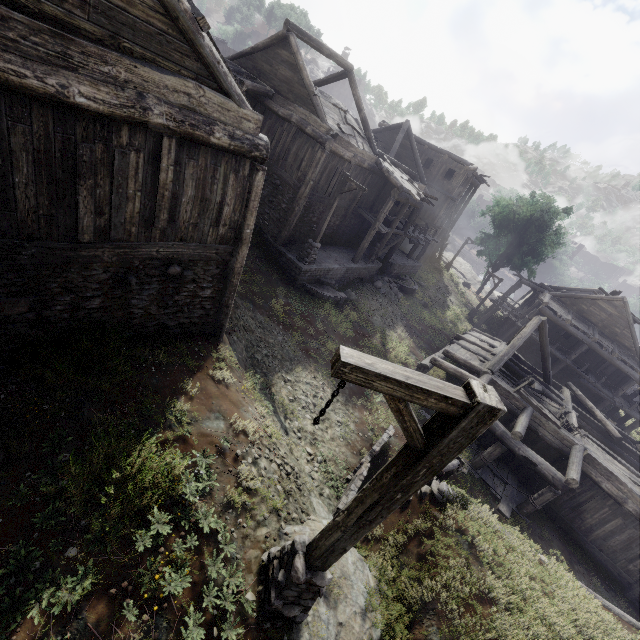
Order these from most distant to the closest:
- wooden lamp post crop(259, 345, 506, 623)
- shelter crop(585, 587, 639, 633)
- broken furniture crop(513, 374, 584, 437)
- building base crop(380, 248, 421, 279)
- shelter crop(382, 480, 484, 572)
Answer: building base crop(380, 248, 421, 279) → broken furniture crop(513, 374, 584, 437) → shelter crop(585, 587, 639, 633) → shelter crop(382, 480, 484, 572) → wooden lamp post crop(259, 345, 506, 623)

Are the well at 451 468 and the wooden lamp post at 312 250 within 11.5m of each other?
yes

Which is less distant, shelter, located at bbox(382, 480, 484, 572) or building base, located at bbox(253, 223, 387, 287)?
shelter, located at bbox(382, 480, 484, 572)

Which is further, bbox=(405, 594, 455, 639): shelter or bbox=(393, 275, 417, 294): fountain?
bbox=(393, 275, 417, 294): fountain

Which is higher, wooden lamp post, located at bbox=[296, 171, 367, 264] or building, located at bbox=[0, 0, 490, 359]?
building, located at bbox=[0, 0, 490, 359]

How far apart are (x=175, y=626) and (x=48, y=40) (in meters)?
7.65

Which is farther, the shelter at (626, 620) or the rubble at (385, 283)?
the rubble at (385, 283)

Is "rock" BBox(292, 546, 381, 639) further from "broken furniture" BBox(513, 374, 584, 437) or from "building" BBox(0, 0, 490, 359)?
"broken furniture" BBox(513, 374, 584, 437)
